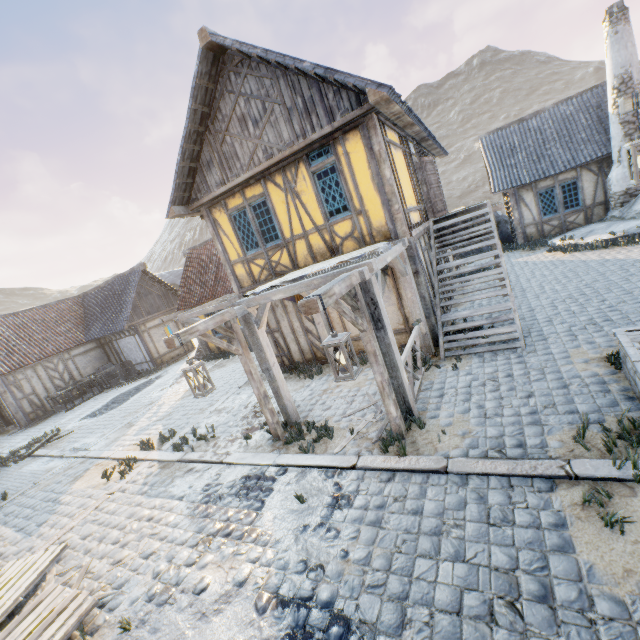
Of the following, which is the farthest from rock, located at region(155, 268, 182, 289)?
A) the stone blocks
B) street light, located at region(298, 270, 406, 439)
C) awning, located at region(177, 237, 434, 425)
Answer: street light, located at region(298, 270, 406, 439)

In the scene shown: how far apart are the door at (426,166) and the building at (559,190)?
5.6 meters

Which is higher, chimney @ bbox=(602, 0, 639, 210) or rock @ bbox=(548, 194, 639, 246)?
chimney @ bbox=(602, 0, 639, 210)

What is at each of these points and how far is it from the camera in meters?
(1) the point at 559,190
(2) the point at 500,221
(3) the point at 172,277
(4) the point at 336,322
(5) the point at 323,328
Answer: (1) building, 15.0 m
(2) rock, 18.1 m
(3) rock, 37.9 m
(4) building, 9.6 m
(5) awning, 9.3 m

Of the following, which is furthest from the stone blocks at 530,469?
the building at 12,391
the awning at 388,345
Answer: the building at 12,391

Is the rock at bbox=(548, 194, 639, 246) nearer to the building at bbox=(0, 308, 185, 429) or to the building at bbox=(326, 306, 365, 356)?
the building at bbox=(326, 306, 365, 356)

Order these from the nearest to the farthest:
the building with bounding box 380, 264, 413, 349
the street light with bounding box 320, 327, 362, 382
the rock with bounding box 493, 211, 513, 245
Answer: the street light with bounding box 320, 327, 362, 382 < the building with bounding box 380, 264, 413, 349 < the rock with bounding box 493, 211, 513, 245

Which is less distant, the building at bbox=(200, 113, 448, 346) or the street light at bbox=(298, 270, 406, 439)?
the street light at bbox=(298, 270, 406, 439)
